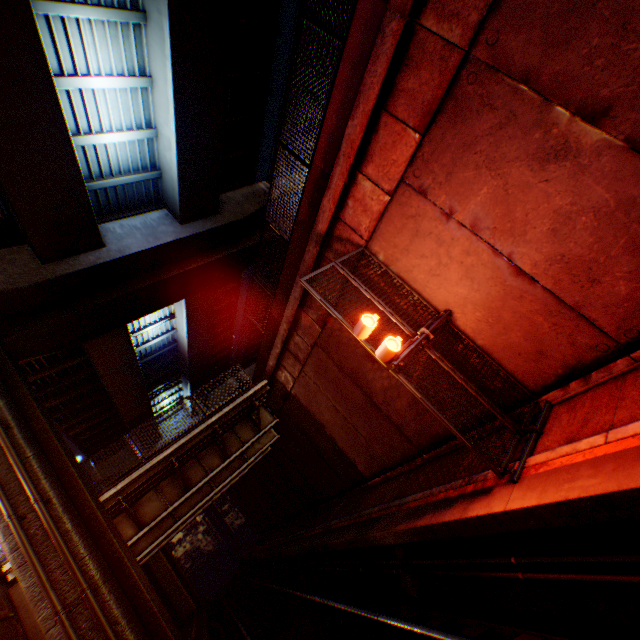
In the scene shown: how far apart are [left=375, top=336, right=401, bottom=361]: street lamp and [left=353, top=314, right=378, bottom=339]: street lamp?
0.33m

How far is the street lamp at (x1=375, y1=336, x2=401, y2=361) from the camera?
5.4m

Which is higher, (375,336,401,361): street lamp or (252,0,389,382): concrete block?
(252,0,389,382): concrete block

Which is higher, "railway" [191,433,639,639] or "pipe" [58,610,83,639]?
"pipe" [58,610,83,639]

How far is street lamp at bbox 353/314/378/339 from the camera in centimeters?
558cm

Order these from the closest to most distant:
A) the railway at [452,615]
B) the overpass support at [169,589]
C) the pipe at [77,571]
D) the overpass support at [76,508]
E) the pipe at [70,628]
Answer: the railway at [452,615]
the pipe at [70,628]
the pipe at [77,571]
the overpass support at [76,508]
the overpass support at [169,589]

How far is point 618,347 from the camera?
5.0m

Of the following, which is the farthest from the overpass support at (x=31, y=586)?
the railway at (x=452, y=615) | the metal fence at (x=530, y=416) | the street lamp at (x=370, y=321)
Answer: the street lamp at (x=370, y=321)
